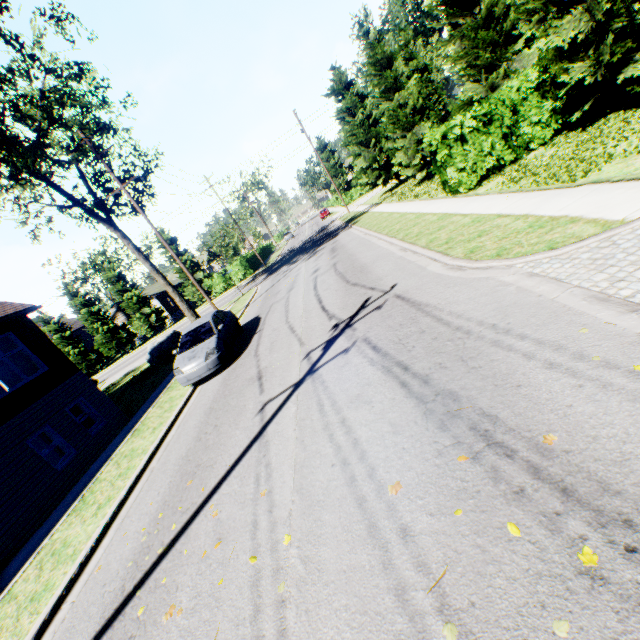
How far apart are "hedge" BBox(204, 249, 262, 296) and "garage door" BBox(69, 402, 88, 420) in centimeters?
2543cm

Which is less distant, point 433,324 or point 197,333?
point 433,324

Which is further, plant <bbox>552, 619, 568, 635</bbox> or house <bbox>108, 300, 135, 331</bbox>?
house <bbox>108, 300, 135, 331</bbox>

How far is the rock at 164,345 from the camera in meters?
21.9

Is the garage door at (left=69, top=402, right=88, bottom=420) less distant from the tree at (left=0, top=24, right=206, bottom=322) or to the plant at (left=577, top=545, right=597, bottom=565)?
the tree at (left=0, top=24, right=206, bottom=322)

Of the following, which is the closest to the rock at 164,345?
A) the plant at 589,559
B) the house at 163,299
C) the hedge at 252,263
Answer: the hedge at 252,263

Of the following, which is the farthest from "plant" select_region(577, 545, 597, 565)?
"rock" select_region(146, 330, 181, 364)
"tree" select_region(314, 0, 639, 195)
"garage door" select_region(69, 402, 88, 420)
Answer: "tree" select_region(314, 0, 639, 195)

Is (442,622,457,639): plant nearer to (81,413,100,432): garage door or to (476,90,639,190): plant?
(476,90,639,190): plant
